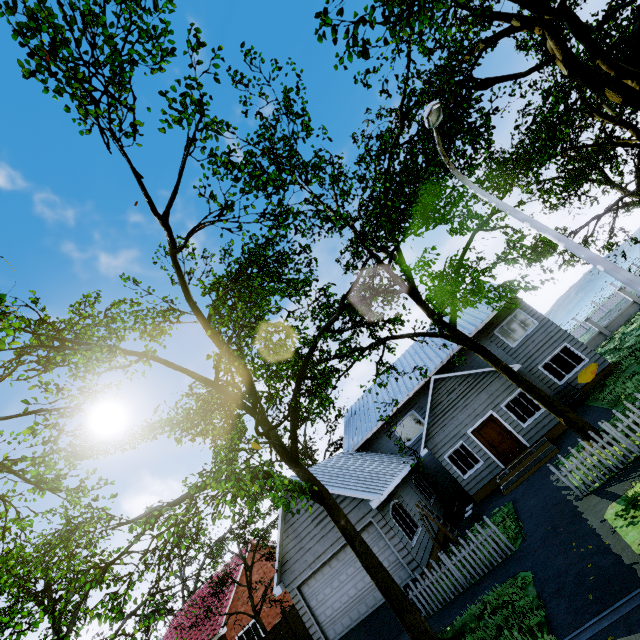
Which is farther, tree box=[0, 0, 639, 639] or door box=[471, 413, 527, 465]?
door box=[471, 413, 527, 465]

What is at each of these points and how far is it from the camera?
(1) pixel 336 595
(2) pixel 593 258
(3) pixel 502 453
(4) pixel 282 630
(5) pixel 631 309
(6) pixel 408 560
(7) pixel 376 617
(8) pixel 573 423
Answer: (1) garage door, 13.8 meters
(2) street light, 7.0 meters
(3) door, 16.1 meters
(4) fence, 15.0 meters
(5) fence, 25.9 meters
(6) garage door, 12.6 meters
(7) garage entrance, 12.3 meters
(8) tree, 11.1 meters

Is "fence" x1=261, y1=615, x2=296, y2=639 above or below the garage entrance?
above

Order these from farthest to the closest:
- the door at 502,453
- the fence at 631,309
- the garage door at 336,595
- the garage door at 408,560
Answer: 1. the fence at 631,309
2. the door at 502,453
3. the garage door at 336,595
4. the garage door at 408,560

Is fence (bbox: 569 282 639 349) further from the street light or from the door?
the door

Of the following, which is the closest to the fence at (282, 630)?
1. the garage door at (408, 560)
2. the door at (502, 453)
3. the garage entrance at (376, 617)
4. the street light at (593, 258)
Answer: the garage entrance at (376, 617)

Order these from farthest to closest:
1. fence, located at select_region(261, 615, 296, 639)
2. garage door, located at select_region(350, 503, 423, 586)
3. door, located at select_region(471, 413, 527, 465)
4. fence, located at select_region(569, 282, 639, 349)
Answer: fence, located at select_region(569, 282, 639, 349) → door, located at select_region(471, 413, 527, 465) → fence, located at select_region(261, 615, 296, 639) → garage door, located at select_region(350, 503, 423, 586)

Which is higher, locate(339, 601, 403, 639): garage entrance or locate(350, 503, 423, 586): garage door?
locate(350, 503, 423, 586): garage door
